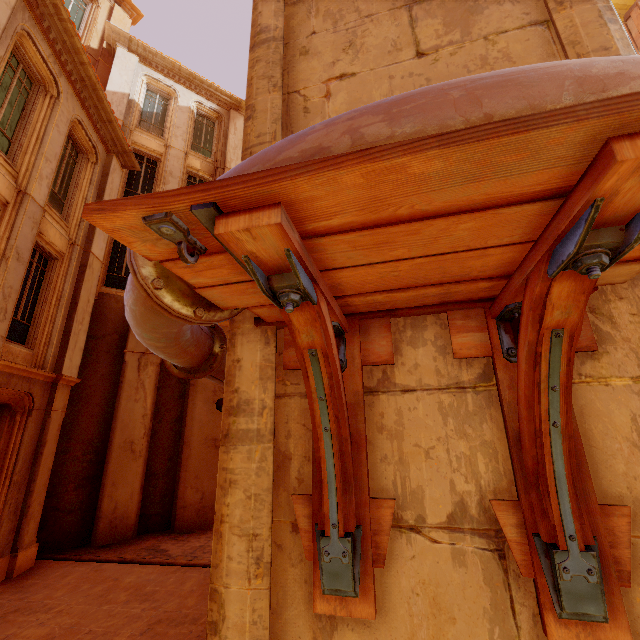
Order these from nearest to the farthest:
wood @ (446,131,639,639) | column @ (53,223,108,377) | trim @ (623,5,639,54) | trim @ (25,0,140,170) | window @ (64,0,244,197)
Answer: wood @ (446,131,639,639) < trim @ (623,5,639,54) < trim @ (25,0,140,170) < column @ (53,223,108,377) < window @ (64,0,244,197)

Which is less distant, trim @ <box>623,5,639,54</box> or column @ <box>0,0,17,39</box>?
column @ <box>0,0,17,39</box>

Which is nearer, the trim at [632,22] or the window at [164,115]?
the trim at [632,22]

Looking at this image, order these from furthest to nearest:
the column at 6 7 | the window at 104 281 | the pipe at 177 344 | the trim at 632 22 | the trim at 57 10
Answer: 1. the window at 104 281
2. the trim at 57 10
3. the trim at 632 22
4. the column at 6 7
5. the pipe at 177 344

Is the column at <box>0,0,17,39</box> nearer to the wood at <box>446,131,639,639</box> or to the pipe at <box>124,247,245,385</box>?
the pipe at <box>124,247,245,385</box>

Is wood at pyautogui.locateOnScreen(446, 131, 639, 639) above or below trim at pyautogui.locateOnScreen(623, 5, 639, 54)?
below

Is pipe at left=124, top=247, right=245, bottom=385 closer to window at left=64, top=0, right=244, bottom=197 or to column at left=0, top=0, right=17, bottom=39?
window at left=64, top=0, right=244, bottom=197

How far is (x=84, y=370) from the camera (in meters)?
10.52
